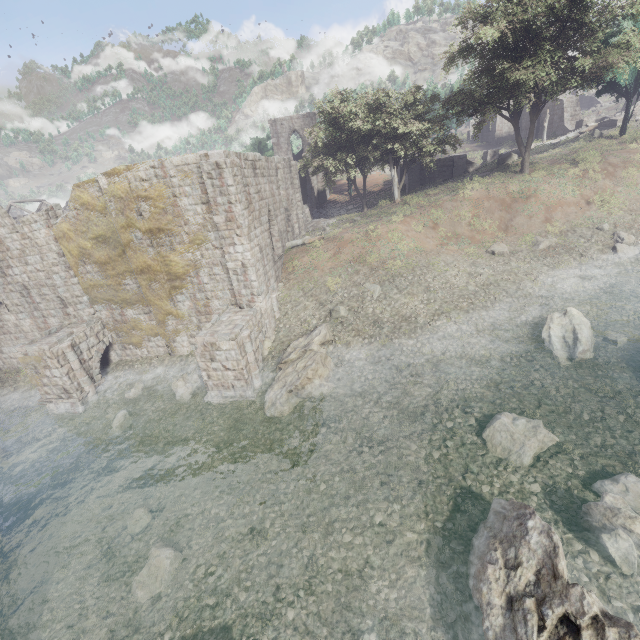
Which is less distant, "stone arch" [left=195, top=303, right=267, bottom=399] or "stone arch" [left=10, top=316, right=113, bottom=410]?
"stone arch" [left=195, top=303, right=267, bottom=399]

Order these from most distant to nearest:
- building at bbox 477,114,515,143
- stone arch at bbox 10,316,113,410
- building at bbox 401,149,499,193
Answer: building at bbox 477,114,515,143 → building at bbox 401,149,499,193 → stone arch at bbox 10,316,113,410

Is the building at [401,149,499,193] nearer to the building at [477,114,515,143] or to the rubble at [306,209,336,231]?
the rubble at [306,209,336,231]

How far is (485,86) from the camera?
21.7 meters

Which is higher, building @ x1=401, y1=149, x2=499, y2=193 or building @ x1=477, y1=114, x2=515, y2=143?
building @ x1=477, y1=114, x2=515, y2=143

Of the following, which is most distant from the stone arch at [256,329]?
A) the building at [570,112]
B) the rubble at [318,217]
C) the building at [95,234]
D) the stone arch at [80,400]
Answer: the building at [570,112]

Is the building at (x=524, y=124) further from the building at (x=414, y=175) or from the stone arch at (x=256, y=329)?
the stone arch at (x=256, y=329)

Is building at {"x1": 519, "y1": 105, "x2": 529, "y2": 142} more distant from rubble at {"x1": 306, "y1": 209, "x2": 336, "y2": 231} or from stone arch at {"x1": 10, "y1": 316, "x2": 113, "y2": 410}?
stone arch at {"x1": 10, "y1": 316, "x2": 113, "y2": 410}
